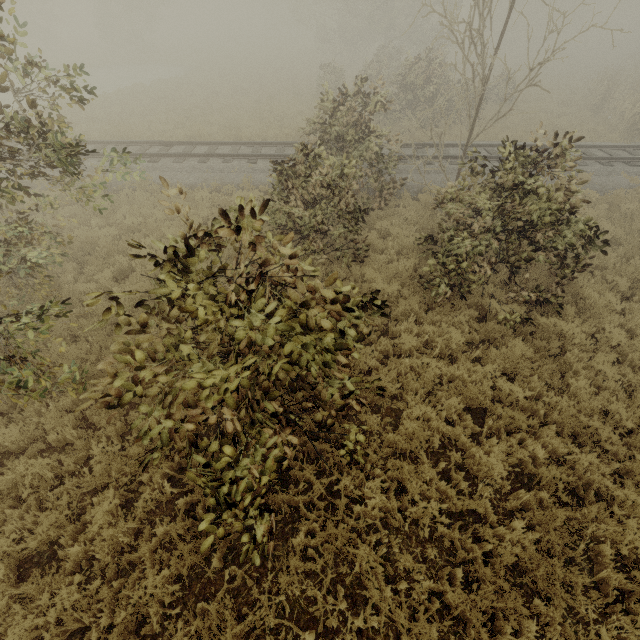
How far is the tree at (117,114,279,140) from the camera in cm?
1559

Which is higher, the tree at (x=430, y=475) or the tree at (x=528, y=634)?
the tree at (x=430, y=475)

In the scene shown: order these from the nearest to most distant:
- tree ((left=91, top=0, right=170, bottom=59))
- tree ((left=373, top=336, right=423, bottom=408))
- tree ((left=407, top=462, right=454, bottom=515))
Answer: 1. tree ((left=407, top=462, right=454, bottom=515))
2. tree ((left=373, top=336, right=423, bottom=408))
3. tree ((left=91, top=0, right=170, bottom=59))

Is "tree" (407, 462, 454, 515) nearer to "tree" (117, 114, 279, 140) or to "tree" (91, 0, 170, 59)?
"tree" (117, 114, 279, 140)

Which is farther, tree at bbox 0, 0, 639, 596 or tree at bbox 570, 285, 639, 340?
tree at bbox 570, 285, 639, 340

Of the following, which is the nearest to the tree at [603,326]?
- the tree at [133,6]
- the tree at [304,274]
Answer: the tree at [304,274]

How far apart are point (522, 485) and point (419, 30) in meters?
59.6
